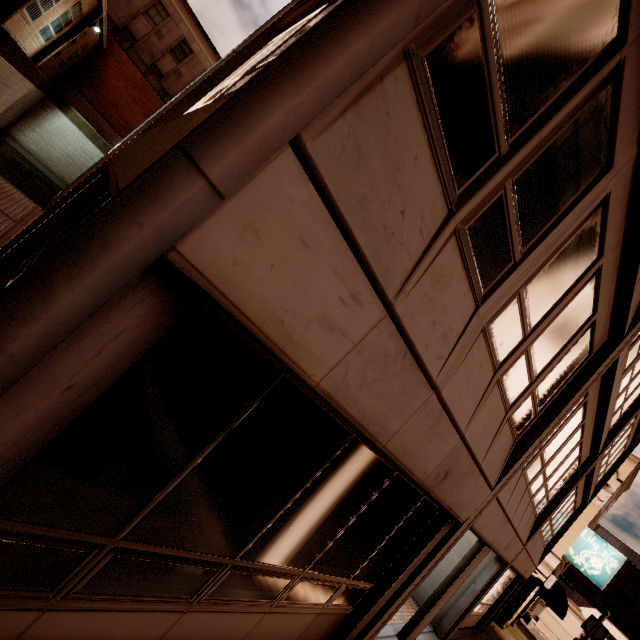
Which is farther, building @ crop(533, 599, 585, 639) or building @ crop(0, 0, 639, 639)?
building @ crop(533, 599, 585, 639)

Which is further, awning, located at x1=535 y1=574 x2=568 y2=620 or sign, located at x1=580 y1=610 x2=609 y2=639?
awning, located at x1=535 y1=574 x2=568 y2=620

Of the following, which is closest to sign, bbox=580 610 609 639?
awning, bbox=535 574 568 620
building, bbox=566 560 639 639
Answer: awning, bbox=535 574 568 620

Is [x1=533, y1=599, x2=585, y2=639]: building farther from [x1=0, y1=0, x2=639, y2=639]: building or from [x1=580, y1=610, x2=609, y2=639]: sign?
[x1=580, y1=610, x2=609, y2=639]: sign

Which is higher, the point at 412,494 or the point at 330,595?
the point at 412,494

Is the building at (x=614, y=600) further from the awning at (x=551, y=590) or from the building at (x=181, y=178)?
the building at (x=181, y=178)

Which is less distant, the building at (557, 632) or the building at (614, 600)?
the building at (557, 632)

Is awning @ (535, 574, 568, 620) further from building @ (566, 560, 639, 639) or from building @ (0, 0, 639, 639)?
building @ (566, 560, 639, 639)
